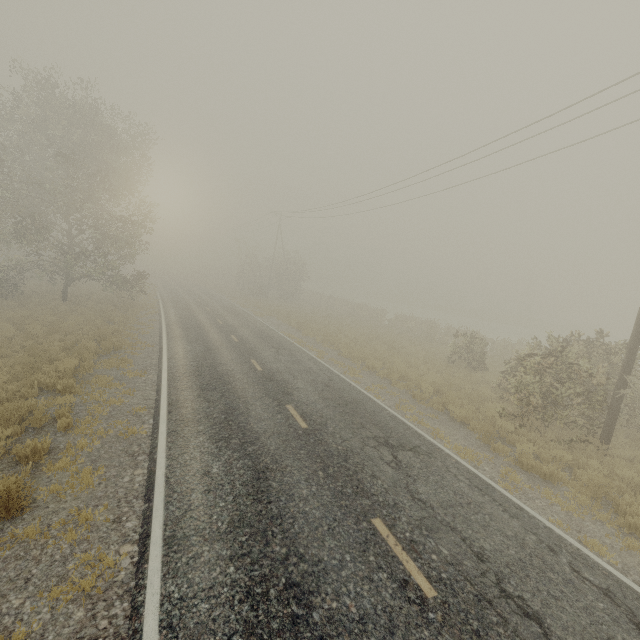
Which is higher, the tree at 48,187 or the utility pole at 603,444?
the tree at 48,187

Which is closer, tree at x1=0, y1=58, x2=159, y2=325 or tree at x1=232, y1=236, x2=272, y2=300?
tree at x1=0, y1=58, x2=159, y2=325

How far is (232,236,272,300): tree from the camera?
42.7m

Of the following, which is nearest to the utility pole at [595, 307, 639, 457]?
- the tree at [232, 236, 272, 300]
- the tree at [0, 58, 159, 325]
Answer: the tree at [0, 58, 159, 325]

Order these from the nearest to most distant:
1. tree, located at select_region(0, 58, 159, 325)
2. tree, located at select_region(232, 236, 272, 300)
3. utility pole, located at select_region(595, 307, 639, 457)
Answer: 1. utility pole, located at select_region(595, 307, 639, 457)
2. tree, located at select_region(0, 58, 159, 325)
3. tree, located at select_region(232, 236, 272, 300)

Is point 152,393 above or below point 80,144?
below

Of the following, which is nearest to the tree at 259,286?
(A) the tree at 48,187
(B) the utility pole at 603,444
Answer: (A) the tree at 48,187

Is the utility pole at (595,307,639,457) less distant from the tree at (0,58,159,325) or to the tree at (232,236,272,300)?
the tree at (0,58,159,325)
